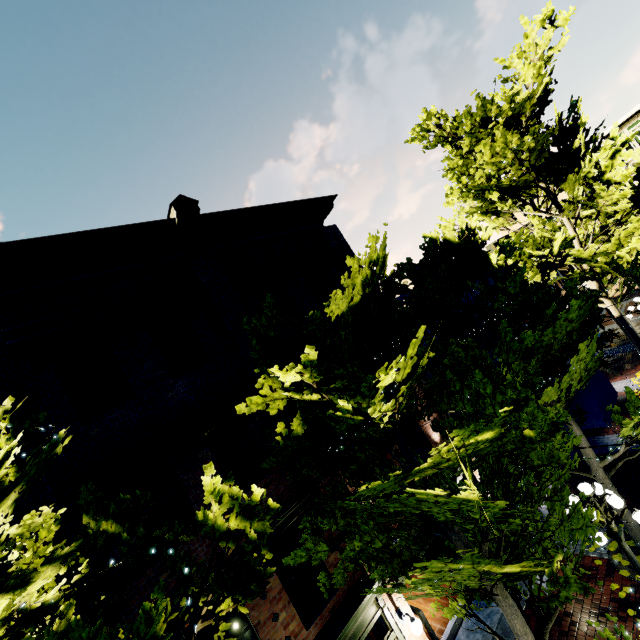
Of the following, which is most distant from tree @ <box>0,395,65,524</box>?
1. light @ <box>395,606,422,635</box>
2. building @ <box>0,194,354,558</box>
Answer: light @ <box>395,606,422,635</box>

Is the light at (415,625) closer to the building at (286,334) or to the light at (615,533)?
the light at (615,533)

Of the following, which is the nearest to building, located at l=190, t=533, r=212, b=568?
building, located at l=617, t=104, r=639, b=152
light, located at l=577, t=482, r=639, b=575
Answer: light, located at l=577, t=482, r=639, b=575

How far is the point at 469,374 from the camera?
7.4m

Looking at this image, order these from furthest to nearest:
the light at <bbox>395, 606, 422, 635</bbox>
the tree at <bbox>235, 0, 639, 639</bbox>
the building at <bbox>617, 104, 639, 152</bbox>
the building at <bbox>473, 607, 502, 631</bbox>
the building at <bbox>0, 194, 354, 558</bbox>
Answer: the building at <bbox>617, 104, 639, 152</bbox> → the building at <bbox>473, 607, 502, 631</bbox> → the light at <bbox>395, 606, 422, 635</bbox> → the building at <bbox>0, 194, 354, 558</bbox> → the tree at <bbox>235, 0, 639, 639</bbox>

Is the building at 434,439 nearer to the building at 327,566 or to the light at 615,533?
the light at 615,533

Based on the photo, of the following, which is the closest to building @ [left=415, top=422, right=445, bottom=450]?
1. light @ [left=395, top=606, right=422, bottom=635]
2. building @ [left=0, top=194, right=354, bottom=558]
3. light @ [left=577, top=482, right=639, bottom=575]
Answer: light @ [left=577, top=482, right=639, bottom=575]
